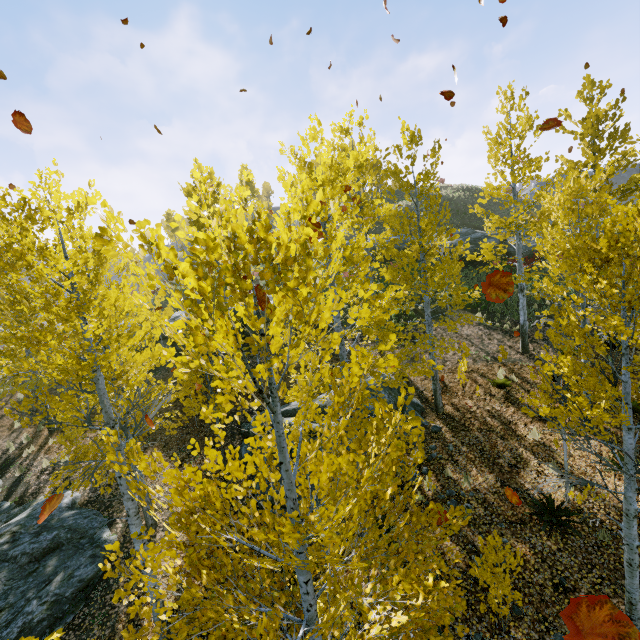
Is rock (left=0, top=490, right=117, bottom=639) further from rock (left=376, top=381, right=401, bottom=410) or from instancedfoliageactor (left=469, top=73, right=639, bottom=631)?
rock (left=376, top=381, right=401, bottom=410)

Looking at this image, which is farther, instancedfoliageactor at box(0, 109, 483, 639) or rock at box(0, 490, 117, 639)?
rock at box(0, 490, 117, 639)

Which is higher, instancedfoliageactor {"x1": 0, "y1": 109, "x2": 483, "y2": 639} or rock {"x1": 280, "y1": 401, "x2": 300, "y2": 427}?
instancedfoliageactor {"x1": 0, "y1": 109, "x2": 483, "y2": 639}

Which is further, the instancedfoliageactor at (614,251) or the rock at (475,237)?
the rock at (475,237)

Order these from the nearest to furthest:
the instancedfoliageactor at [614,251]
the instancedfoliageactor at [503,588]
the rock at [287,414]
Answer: the instancedfoliageactor at [614,251], the instancedfoliageactor at [503,588], the rock at [287,414]

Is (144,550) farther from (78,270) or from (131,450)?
(78,270)

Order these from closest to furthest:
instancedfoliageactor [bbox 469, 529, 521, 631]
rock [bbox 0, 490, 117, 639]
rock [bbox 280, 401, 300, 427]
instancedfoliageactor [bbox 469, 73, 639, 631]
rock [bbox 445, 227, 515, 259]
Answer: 1. instancedfoliageactor [bbox 469, 73, 639, 631]
2. instancedfoliageactor [bbox 469, 529, 521, 631]
3. rock [bbox 0, 490, 117, 639]
4. rock [bbox 280, 401, 300, 427]
5. rock [bbox 445, 227, 515, 259]

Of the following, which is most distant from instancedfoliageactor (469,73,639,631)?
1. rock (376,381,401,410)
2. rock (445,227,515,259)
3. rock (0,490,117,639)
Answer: rock (445,227,515,259)
